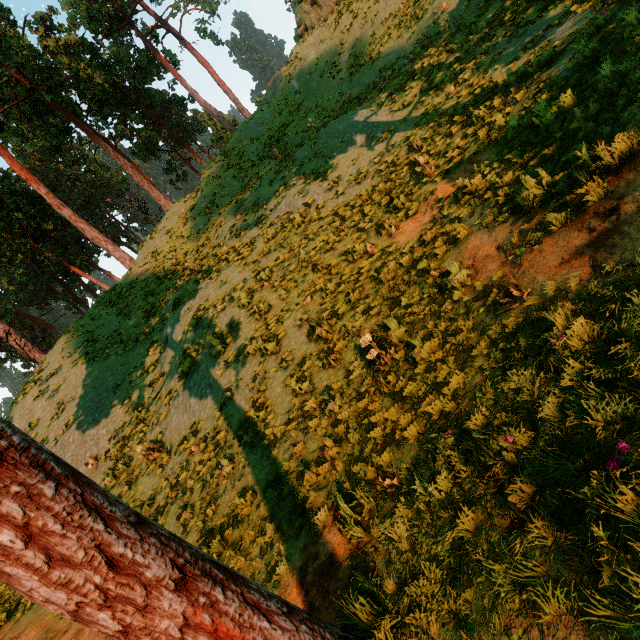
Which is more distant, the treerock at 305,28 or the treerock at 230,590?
the treerock at 305,28

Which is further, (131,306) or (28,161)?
(28,161)

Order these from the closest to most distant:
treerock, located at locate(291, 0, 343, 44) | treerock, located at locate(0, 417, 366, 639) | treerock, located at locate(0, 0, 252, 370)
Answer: treerock, located at locate(0, 417, 366, 639)
treerock, located at locate(291, 0, 343, 44)
treerock, located at locate(0, 0, 252, 370)

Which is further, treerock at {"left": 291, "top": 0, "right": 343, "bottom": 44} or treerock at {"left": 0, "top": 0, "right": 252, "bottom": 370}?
treerock at {"left": 0, "top": 0, "right": 252, "bottom": 370}

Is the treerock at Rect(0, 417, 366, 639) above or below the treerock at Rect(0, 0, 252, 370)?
below
